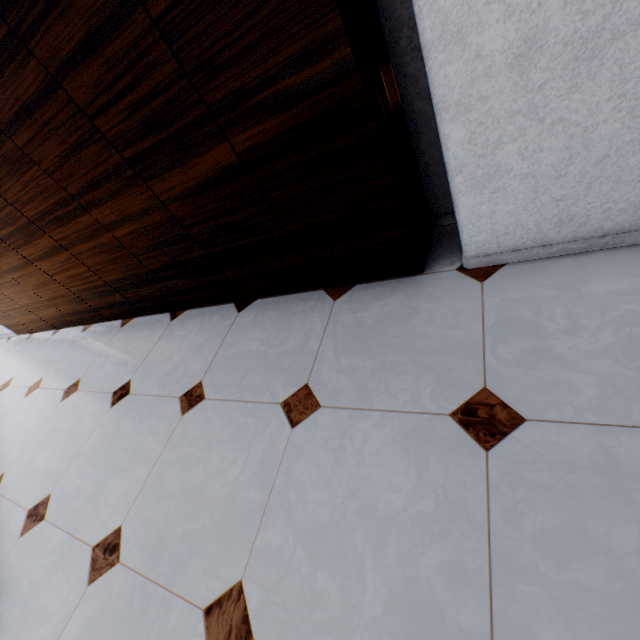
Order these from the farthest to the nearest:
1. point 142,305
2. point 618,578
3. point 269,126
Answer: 1. point 142,305
2. point 269,126
3. point 618,578

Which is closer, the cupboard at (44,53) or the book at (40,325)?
the cupboard at (44,53)

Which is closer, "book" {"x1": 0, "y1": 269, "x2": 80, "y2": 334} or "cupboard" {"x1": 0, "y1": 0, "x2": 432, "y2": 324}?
"cupboard" {"x1": 0, "y1": 0, "x2": 432, "y2": 324}
